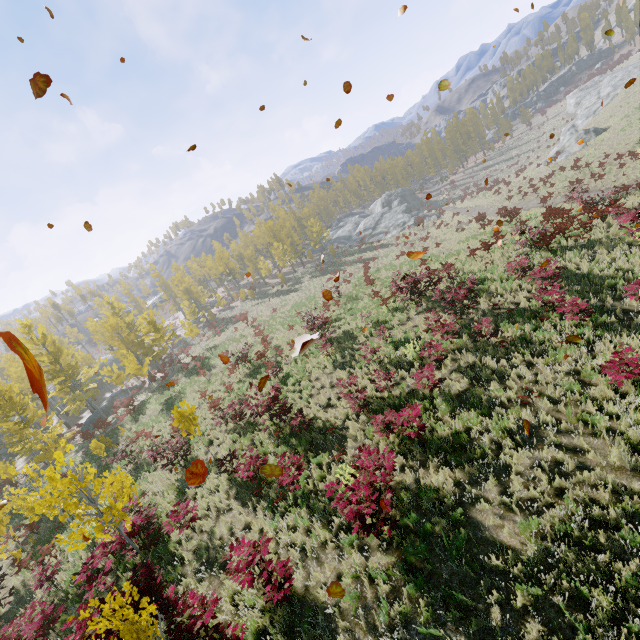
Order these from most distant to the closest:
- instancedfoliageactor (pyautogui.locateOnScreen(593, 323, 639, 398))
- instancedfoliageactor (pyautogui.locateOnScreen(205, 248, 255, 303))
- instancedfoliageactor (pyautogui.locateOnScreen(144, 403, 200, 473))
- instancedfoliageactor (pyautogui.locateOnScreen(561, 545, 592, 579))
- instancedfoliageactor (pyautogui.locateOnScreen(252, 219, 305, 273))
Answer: instancedfoliageactor (pyautogui.locateOnScreen(205, 248, 255, 303)), instancedfoliageactor (pyautogui.locateOnScreen(252, 219, 305, 273)), instancedfoliageactor (pyautogui.locateOnScreen(144, 403, 200, 473)), instancedfoliageactor (pyautogui.locateOnScreen(593, 323, 639, 398)), instancedfoliageactor (pyautogui.locateOnScreen(561, 545, 592, 579))

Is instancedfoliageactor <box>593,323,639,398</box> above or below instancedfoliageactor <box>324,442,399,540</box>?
below

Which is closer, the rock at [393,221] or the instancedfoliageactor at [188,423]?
the instancedfoliageactor at [188,423]

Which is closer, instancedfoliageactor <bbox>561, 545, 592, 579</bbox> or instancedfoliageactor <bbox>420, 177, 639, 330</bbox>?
instancedfoliageactor <bbox>561, 545, 592, 579</bbox>

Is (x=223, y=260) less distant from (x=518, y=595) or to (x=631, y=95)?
(x=518, y=595)

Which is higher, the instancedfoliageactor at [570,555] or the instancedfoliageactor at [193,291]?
the instancedfoliageactor at [193,291]
